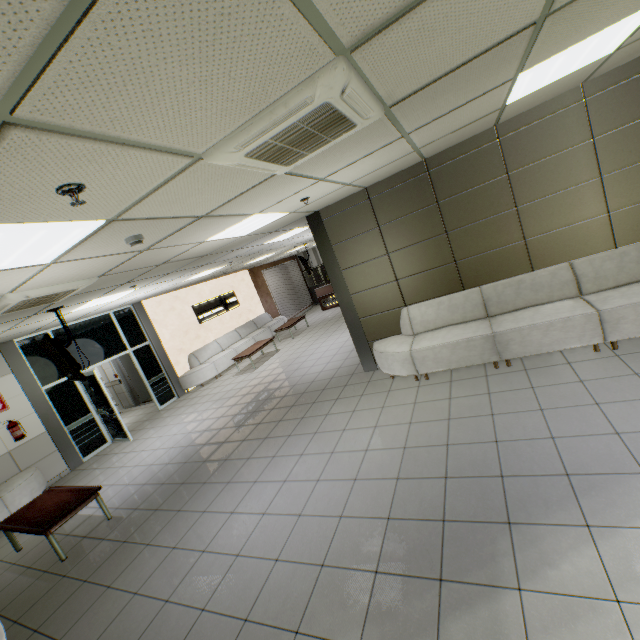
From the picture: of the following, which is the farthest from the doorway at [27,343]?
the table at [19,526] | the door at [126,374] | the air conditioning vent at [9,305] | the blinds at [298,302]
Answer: the blinds at [298,302]

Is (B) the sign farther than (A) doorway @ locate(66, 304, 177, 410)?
Yes

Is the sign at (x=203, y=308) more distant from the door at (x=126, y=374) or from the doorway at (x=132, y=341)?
the doorway at (x=132, y=341)

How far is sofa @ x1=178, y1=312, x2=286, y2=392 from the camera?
10.45m

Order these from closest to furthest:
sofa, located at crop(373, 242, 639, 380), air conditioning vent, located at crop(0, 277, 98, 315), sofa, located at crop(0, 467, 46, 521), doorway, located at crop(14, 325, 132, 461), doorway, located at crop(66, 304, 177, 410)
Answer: air conditioning vent, located at crop(0, 277, 98, 315) → sofa, located at crop(373, 242, 639, 380) → sofa, located at crop(0, 467, 46, 521) → doorway, located at crop(14, 325, 132, 461) → doorway, located at crop(66, 304, 177, 410)

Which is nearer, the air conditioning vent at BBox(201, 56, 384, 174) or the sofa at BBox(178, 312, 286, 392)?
the air conditioning vent at BBox(201, 56, 384, 174)

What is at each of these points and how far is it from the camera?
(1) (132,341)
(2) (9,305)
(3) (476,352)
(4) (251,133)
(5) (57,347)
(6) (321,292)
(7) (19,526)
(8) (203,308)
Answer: (1) doorway, 9.6m
(2) air conditioning vent, 3.6m
(3) sofa, 4.8m
(4) air conditioning vent, 1.9m
(5) tv, 4.7m
(6) desk, 16.0m
(7) table, 4.5m
(8) sign, 12.1m

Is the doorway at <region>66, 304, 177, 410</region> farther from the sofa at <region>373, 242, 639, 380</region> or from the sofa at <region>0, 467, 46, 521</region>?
the sofa at <region>373, 242, 639, 380</region>
